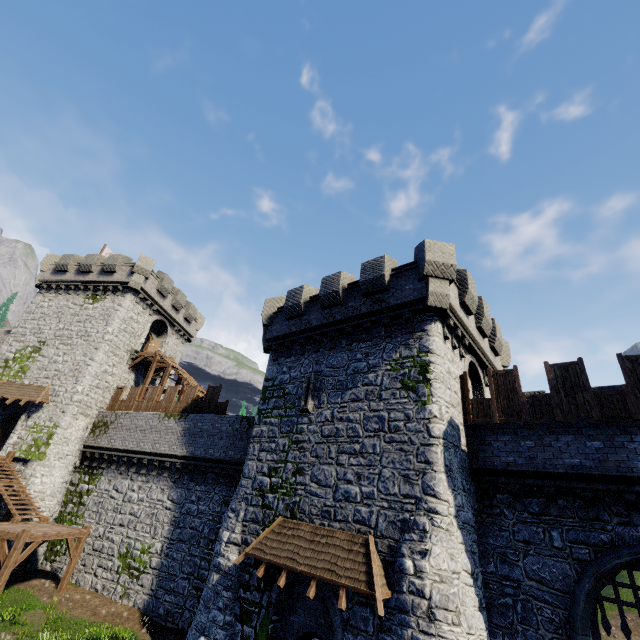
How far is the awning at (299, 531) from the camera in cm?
936

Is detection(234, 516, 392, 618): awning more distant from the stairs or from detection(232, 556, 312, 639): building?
the stairs

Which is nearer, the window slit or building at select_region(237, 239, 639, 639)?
building at select_region(237, 239, 639, 639)

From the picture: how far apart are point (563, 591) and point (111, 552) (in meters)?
22.40

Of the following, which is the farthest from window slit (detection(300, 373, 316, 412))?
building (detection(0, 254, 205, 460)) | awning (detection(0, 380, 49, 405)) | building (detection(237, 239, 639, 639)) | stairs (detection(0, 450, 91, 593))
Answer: awning (detection(0, 380, 49, 405))

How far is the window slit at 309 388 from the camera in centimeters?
1479cm

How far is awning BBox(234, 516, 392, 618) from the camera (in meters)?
9.36

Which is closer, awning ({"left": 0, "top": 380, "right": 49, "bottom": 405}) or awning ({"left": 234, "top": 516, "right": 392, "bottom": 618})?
awning ({"left": 234, "top": 516, "right": 392, "bottom": 618})
